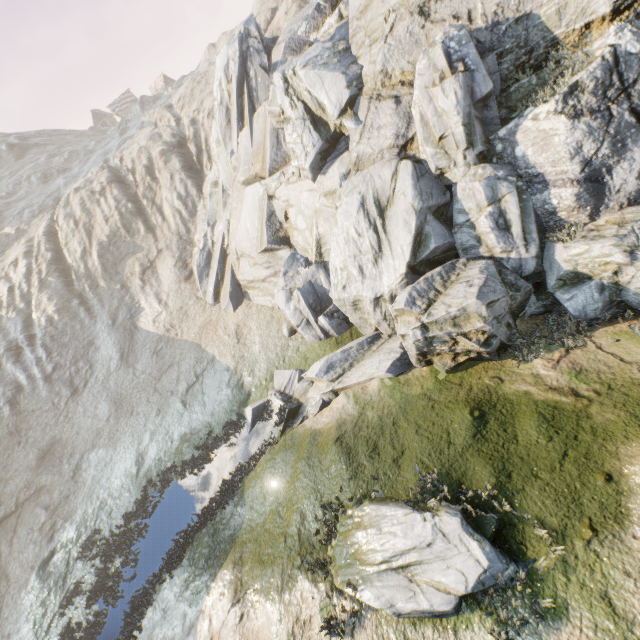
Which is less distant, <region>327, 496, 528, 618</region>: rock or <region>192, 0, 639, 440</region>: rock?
<region>327, 496, 528, 618</region>: rock

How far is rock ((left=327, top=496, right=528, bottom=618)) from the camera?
6.15m

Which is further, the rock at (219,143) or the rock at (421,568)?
the rock at (219,143)

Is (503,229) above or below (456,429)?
above

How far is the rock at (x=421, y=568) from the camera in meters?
6.1 m
